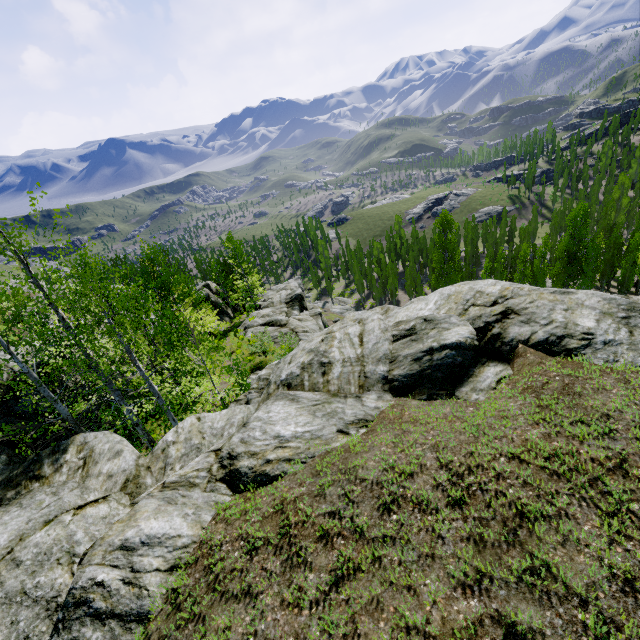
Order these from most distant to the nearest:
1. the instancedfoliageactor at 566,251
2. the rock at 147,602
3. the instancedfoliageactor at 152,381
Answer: the instancedfoliageactor at 566,251 → the instancedfoliageactor at 152,381 → the rock at 147,602

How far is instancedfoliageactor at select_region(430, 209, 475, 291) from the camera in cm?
4647

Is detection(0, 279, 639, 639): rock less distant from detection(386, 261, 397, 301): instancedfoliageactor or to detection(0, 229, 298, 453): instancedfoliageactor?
detection(0, 229, 298, 453): instancedfoliageactor

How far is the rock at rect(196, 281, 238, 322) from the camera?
43.2 meters

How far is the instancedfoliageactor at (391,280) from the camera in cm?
5660

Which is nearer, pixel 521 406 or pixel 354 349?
pixel 521 406

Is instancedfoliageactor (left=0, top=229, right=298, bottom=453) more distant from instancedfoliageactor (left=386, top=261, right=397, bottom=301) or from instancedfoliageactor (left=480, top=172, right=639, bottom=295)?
instancedfoliageactor (left=386, top=261, right=397, bottom=301)

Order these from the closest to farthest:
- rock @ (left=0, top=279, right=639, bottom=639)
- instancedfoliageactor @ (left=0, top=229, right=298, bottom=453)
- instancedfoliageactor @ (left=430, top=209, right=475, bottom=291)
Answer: rock @ (left=0, top=279, right=639, bottom=639) < instancedfoliageactor @ (left=0, top=229, right=298, bottom=453) < instancedfoliageactor @ (left=430, top=209, right=475, bottom=291)
